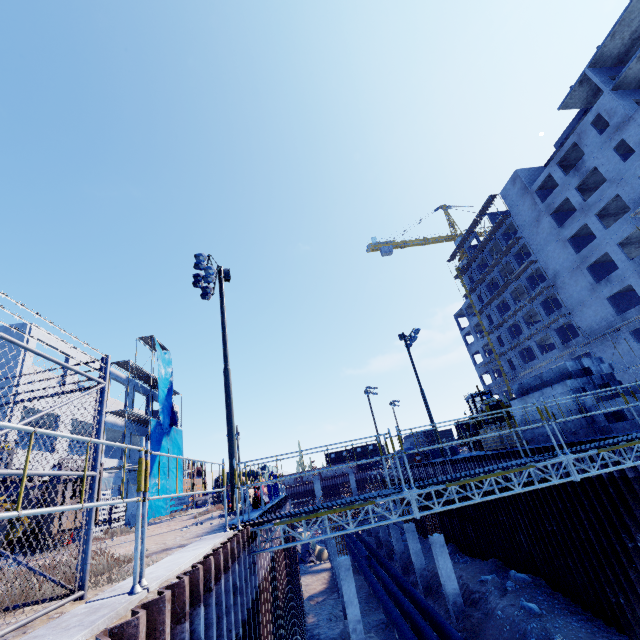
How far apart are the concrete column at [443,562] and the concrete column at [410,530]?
4.3 meters

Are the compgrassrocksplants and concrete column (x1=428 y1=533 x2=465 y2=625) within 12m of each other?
yes

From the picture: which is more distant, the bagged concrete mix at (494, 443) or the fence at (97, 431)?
the bagged concrete mix at (494, 443)

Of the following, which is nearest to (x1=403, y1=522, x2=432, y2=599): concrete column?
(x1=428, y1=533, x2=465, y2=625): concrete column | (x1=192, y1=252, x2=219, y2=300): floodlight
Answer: (x1=428, y1=533, x2=465, y2=625): concrete column

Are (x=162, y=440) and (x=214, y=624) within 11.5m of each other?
no

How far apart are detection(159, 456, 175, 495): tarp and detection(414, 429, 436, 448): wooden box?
23.6 meters

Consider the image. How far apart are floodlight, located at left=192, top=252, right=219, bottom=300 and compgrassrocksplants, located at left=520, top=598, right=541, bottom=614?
19.9m

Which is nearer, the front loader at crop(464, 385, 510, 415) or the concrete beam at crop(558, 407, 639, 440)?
the concrete beam at crop(558, 407, 639, 440)
